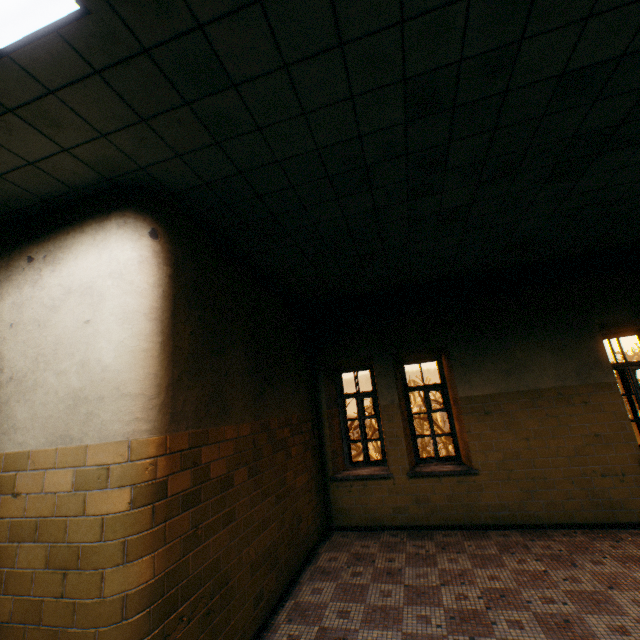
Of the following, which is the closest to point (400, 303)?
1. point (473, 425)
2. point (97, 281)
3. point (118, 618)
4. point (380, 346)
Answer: point (380, 346)
